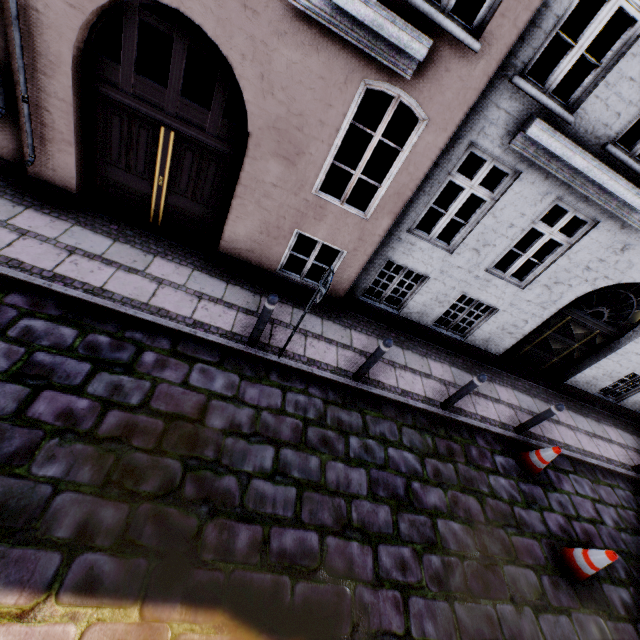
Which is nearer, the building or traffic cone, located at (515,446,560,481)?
the building

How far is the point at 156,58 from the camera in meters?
8.2

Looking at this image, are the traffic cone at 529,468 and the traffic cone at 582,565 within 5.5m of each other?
yes

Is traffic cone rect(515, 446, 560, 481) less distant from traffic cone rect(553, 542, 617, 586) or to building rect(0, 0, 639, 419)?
traffic cone rect(553, 542, 617, 586)

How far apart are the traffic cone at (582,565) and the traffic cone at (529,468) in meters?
1.1

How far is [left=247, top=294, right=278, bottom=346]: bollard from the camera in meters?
4.6

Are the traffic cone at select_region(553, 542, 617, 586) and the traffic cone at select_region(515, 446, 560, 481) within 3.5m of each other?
yes

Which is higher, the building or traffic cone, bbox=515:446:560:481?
the building
